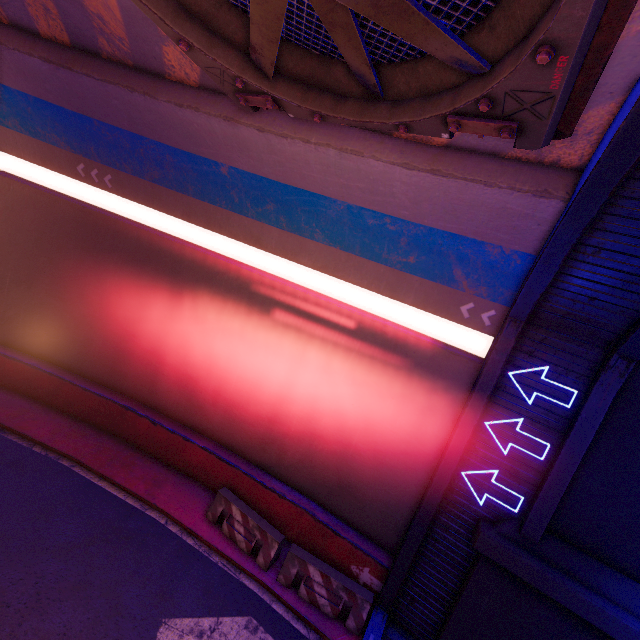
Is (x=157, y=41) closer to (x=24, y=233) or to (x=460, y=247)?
(x=460, y=247)

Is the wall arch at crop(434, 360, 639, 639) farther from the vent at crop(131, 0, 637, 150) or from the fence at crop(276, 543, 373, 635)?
the vent at crop(131, 0, 637, 150)

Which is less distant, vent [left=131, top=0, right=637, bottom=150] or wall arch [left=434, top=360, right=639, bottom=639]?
vent [left=131, top=0, right=637, bottom=150]

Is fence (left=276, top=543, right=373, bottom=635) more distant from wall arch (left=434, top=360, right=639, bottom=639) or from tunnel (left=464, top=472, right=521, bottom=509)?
wall arch (left=434, top=360, right=639, bottom=639)

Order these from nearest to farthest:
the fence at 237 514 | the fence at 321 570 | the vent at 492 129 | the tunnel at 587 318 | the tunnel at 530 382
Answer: the vent at 492 129
the tunnel at 587 318
the tunnel at 530 382
the fence at 321 570
the fence at 237 514

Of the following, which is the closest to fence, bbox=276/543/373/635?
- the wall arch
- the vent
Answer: the wall arch

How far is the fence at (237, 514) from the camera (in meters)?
9.07

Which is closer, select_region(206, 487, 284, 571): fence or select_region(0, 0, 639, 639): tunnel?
select_region(0, 0, 639, 639): tunnel
